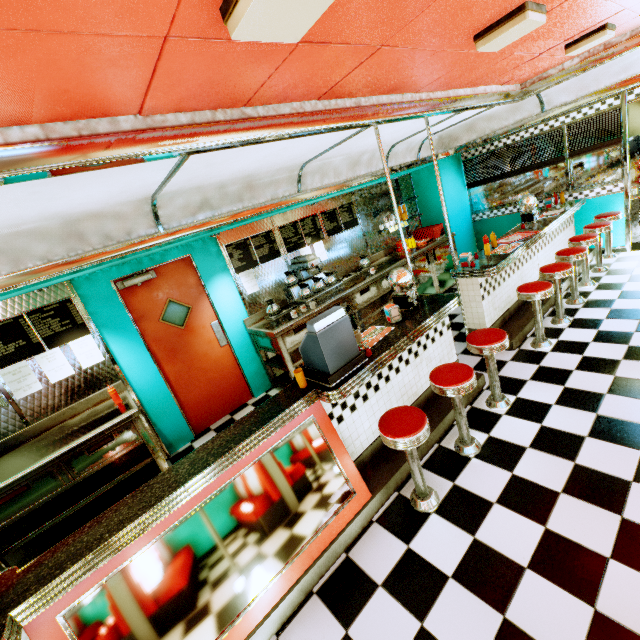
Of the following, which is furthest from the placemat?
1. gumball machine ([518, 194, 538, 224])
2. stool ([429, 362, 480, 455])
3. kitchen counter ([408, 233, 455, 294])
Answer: gumball machine ([518, 194, 538, 224])

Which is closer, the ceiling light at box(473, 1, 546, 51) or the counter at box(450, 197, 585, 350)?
the ceiling light at box(473, 1, 546, 51)

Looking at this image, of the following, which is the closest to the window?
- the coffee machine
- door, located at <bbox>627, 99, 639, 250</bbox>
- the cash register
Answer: door, located at <bbox>627, 99, 639, 250</bbox>

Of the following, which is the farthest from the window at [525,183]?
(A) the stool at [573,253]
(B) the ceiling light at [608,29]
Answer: (B) the ceiling light at [608,29]

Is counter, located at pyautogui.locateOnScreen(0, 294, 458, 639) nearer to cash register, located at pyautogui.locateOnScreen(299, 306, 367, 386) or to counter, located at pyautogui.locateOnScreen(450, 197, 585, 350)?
cash register, located at pyautogui.locateOnScreen(299, 306, 367, 386)

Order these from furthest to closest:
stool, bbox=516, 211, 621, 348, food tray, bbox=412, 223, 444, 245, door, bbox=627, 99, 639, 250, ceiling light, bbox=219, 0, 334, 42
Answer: food tray, bbox=412, 223, 444, 245, door, bbox=627, 99, 639, 250, stool, bbox=516, 211, 621, 348, ceiling light, bbox=219, 0, 334, 42

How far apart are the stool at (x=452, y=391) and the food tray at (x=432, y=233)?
4.5 meters

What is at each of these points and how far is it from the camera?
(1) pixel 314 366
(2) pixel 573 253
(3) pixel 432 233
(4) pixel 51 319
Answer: (1) cash register, 2.7m
(2) stool, 4.5m
(3) food tray, 7.0m
(4) menu board, 3.7m
